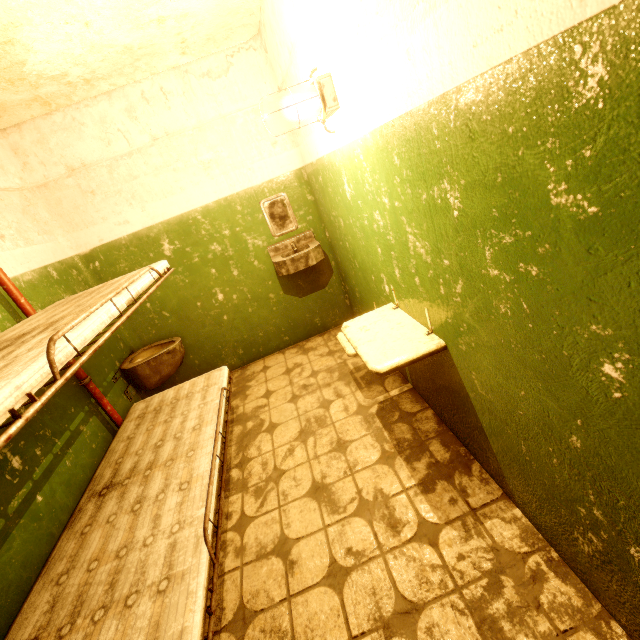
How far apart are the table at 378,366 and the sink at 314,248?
1.15m

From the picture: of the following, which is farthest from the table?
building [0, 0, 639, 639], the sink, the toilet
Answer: the toilet

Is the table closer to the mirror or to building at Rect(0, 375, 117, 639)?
building at Rect(0, 375, 117, 639)

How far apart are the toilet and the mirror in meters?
1.5 m

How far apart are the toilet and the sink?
1.2m

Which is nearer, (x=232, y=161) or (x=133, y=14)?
(x=133, y=14)

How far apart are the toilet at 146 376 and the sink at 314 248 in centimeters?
123cm

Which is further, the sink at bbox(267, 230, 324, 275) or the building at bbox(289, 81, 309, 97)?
the sink at bbox(267, 230, 324, 275)
